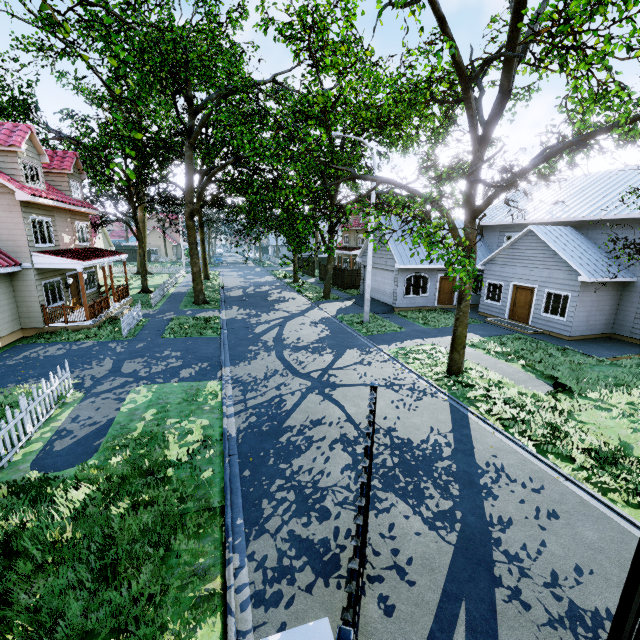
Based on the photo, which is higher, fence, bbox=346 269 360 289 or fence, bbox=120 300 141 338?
fence, bbox=346 269 360 289

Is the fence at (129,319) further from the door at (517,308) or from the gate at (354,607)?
the gate at (354,607)

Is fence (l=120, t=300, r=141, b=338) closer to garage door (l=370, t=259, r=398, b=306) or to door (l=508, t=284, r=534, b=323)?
garage door (l=370, t=259, r=398, b=306)

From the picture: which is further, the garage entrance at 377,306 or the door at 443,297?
the door at 443,297

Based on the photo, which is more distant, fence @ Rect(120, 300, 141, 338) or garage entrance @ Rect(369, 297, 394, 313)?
garage entrance @ Rect(369, 297, 394, 313)

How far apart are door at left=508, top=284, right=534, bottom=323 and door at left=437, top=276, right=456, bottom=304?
4.4 meters

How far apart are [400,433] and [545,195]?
22.6 meters

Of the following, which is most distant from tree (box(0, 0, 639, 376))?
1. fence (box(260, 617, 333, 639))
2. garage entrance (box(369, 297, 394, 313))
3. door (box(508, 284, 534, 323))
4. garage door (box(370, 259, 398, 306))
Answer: door (box(508, 284, 534, 323))
